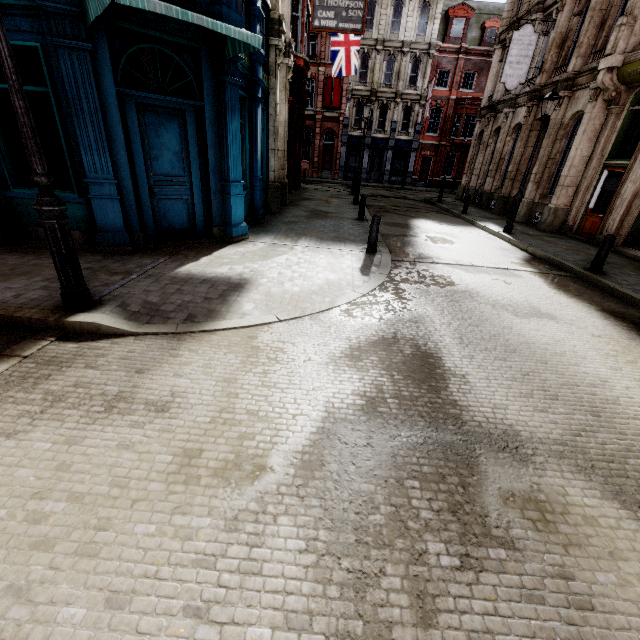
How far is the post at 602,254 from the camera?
8.0m

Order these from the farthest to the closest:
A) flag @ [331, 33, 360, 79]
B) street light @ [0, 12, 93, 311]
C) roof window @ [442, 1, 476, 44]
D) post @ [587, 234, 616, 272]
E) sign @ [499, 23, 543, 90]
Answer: roof window @ [442, 1, 476, 44] < flag @ [331, 33, 360, 79] < sign @ [499, 23, 543, 90] < post @ [587, 234, 616, 272] < street light @ [0, 12, 93, 311]

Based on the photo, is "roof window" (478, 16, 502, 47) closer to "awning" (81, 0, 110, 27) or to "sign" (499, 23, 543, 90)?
"sign" (499, 23, 543, 90)

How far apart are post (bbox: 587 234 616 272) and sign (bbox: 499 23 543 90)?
12.2 meters

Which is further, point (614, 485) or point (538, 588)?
point (614, 485)

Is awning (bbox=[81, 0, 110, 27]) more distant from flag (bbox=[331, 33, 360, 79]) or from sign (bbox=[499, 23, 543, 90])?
sign (bbox=[499, 23, 543, 90])

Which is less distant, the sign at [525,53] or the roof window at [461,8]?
the sign at [525,53]

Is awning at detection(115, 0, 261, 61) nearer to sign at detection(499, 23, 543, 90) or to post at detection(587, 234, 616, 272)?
post at detection(587, 234, 616, 272)
